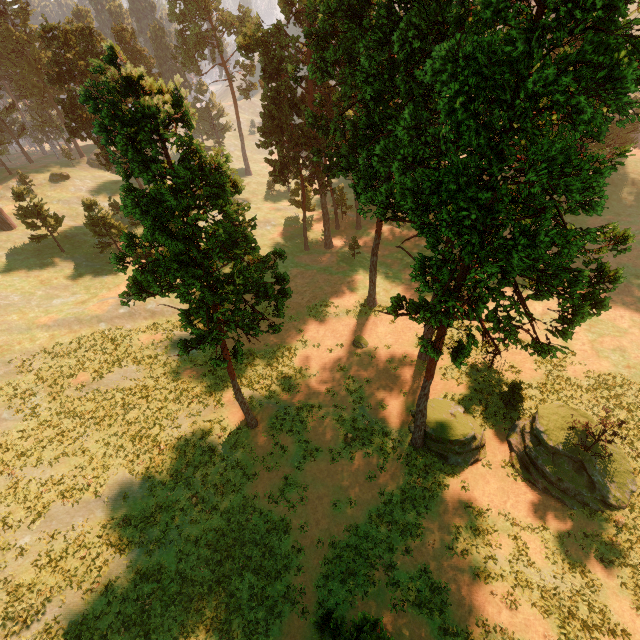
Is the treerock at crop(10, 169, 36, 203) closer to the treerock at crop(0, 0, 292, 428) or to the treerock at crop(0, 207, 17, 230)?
the treerock at crop(0, 0, 292, 428)

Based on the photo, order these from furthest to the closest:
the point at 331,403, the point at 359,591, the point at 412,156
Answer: the point at 331,403
the point at 359,591
the point at 412,156

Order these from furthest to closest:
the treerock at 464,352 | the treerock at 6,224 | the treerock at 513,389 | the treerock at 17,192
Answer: the treerock at 6,224
the treerock at 17,192
the treerock at 513,389
the treerock at 464,352

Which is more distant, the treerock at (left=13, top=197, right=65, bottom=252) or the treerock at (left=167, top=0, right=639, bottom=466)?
the treerock at (left=13, top=197, right=65, bottom=252)

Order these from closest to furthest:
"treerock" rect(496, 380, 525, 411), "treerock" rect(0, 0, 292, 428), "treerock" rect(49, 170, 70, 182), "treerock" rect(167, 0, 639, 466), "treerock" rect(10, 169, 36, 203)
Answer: "treerock" rect(167, 0, 639, 466), "treerock" rect(0, 0, 292, 428), "treerock" rect(496, 380, 525, 411), "treerock" rect(10, 169, 36, 203), "treerock" rect(49, 170, 70, 182)

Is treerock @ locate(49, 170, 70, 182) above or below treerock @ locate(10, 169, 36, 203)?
below

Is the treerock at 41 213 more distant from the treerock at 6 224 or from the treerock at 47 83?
the treerock at 6 224
